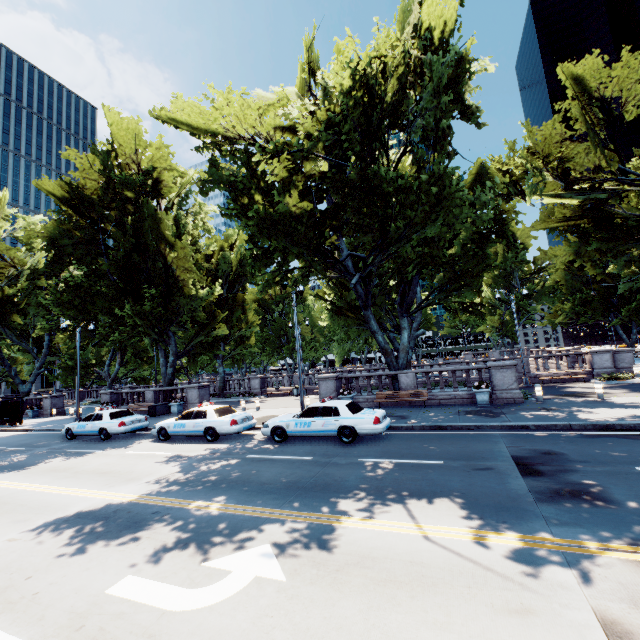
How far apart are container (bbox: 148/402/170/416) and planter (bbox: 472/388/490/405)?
21.88m

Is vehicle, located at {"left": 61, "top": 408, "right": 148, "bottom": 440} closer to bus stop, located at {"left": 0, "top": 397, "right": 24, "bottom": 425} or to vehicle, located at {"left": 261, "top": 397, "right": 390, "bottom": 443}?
vehicle, located at {"left": 261, "top": 397, "right": 390, "bottom": 443}

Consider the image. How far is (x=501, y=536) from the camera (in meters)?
5.30

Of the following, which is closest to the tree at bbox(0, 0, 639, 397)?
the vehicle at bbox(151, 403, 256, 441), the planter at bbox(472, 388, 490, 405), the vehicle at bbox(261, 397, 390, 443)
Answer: the planter at bbox(472, 388, 490, 405)

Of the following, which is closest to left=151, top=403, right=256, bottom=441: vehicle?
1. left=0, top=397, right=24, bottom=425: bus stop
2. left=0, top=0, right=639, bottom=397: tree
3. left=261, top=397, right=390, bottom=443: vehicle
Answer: left=261, top=397, right=390, bottom=443: vehicle

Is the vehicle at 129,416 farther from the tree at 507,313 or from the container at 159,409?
the tree at 507,313

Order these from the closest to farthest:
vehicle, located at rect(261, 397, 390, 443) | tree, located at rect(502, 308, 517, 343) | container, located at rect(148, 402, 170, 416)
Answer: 1. vehicle, located at rect(261, 397, 390, 443)
2. container, located at rect(148, 402, 170, 416)
3. tree, located at rect(502, 308, 517, 343)

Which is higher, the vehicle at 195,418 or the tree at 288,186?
the tree at 288,186
